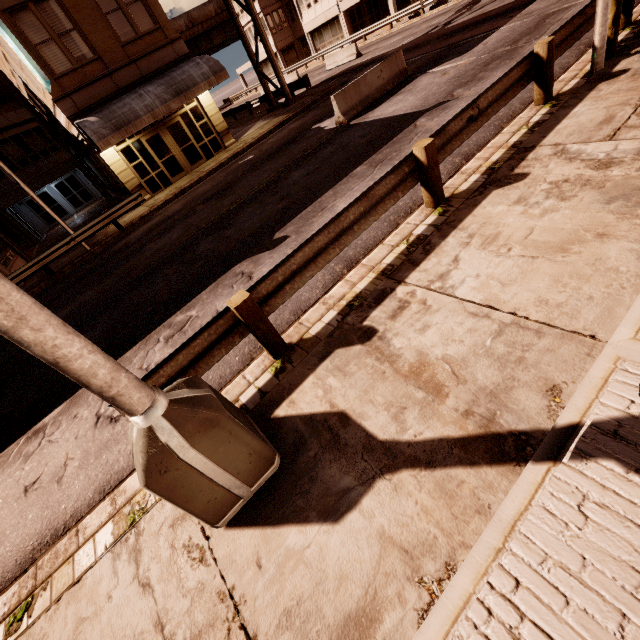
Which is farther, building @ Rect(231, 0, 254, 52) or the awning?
building @ Rect(231, 0, 254, 52)

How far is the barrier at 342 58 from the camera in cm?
2578

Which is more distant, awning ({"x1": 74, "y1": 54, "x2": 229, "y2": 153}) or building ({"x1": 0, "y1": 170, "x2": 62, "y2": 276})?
building ({"x1": 0, "y1": 170, "x2": 62, "y2": 276})

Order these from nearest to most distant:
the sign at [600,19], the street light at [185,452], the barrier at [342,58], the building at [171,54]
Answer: the street light at [185,452] → the sign at [600,19] → the building at [171,54] → the barrier at [342,58]

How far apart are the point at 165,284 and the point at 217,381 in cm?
471

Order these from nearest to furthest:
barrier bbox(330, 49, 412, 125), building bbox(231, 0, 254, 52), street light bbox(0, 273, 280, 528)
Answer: street light bbox(0, 273, 280, 528)
barrier bbox(330, 49, 412, 125)
building bbox(231, 0, 254, 52)

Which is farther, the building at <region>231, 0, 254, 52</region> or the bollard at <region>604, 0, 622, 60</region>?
the building at <region>231, 0, 254, 52</region>

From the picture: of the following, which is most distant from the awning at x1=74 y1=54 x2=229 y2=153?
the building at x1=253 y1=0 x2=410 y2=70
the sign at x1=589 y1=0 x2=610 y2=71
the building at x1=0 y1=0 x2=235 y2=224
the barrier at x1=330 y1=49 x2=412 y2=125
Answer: the building at x1=253 y1=0 x2=410 y2=70
